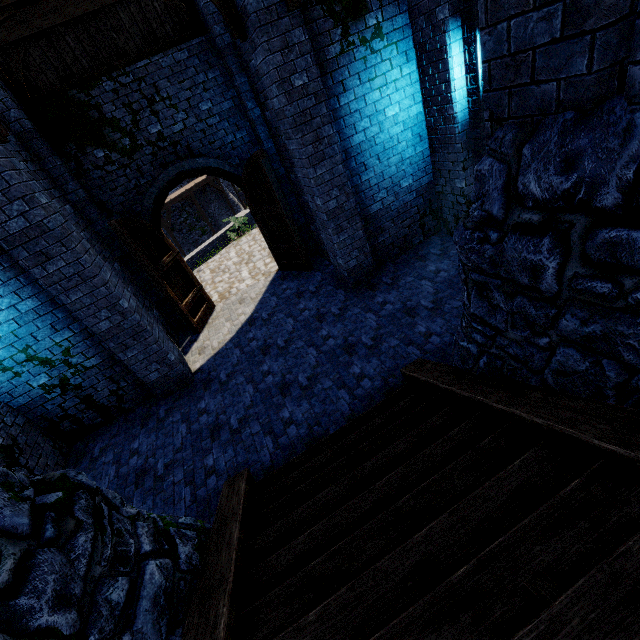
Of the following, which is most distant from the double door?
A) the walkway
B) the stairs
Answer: the walkway

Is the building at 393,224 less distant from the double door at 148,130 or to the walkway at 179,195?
the double door at 148,130

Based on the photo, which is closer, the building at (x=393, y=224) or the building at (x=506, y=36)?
the building at (x=506, y=36)

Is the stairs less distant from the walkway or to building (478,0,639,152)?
building (478,0,639,152)

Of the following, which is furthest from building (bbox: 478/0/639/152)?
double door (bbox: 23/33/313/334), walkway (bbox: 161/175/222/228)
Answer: walkway (bbox: 161/175/222/228)

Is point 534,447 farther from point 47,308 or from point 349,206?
point 47,308

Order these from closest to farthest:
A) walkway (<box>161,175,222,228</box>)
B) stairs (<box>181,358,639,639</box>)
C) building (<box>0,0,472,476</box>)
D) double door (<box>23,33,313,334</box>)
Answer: stairs (<box>181,358,639,639</box>)
building (<box>0,0,472,476</box>)
double door (<box>23,33,313,334</box>)
walkway (<box>161,175,222,228</box>)

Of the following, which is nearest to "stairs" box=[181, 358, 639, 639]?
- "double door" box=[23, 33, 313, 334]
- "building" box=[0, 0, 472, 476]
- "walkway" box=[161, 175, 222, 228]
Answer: "building" box=[0, 0, 472, 476]
